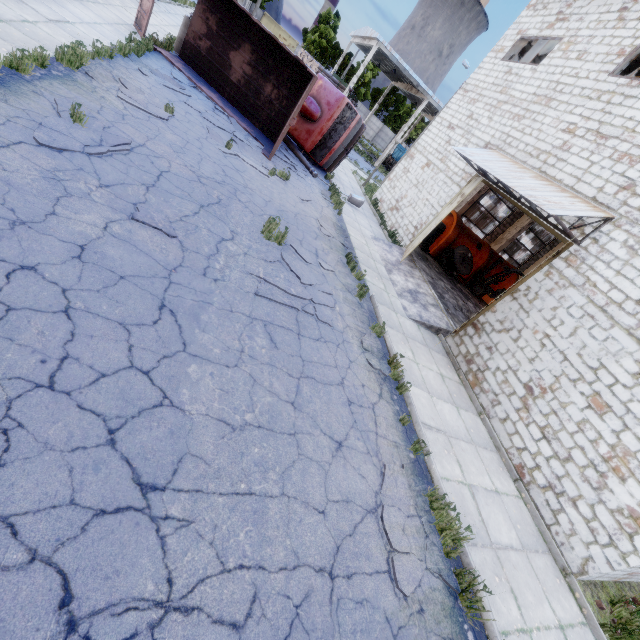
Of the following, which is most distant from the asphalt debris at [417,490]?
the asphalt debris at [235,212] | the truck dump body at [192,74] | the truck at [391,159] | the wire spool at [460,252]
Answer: the truck at [391,159]

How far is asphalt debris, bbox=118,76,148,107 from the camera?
8.3m

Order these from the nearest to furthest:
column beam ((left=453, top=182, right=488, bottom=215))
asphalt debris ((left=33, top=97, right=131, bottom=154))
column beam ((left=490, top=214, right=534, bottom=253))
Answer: asphalt debris ((left=33, top=97, right=131, bottom=154)), column beam ((left=453, top=182, right=488, bottom=215)), column beam ((left=490, top=214, right=534, bottom=253))

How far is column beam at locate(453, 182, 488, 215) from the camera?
19.0 meters

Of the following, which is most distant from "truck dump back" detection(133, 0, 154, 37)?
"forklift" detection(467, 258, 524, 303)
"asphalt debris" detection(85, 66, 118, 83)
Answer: "forklift" detection(467, 258, 524, 303)

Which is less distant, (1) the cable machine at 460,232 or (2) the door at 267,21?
(1) the cable machine at 460,232

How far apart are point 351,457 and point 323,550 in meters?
1.4

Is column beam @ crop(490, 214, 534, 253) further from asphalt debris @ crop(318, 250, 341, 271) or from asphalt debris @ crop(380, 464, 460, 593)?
asphalt debris @ crop(380, 464, 460, 593)
